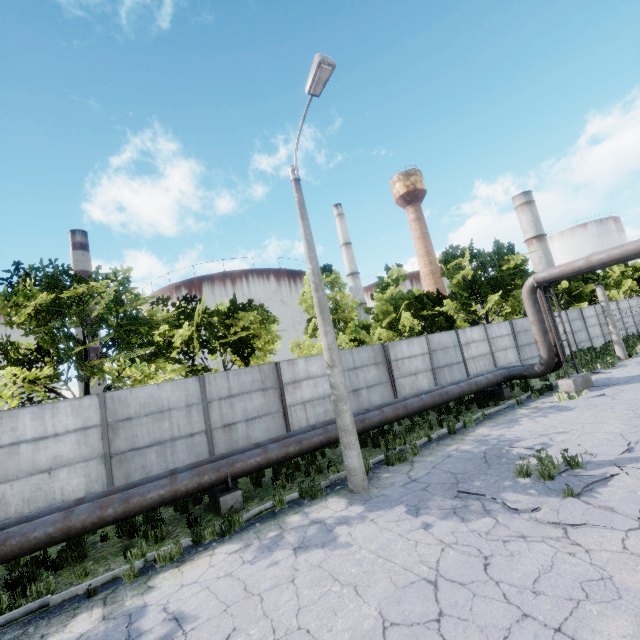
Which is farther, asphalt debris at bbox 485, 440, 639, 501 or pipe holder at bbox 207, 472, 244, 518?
pipe holder at bbox 207, 472, 244, 518

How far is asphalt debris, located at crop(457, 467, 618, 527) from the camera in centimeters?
506cm

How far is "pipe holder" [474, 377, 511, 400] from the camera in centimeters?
1488cm

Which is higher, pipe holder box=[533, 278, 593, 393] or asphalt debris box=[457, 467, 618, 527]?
pipe holder box=[533, 278, 593, 393]

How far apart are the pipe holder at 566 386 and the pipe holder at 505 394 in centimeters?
192cm

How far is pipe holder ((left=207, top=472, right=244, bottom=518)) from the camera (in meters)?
8.05

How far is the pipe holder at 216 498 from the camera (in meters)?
8.05

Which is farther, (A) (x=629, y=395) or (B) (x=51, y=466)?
(A) (x=629, y=395)
